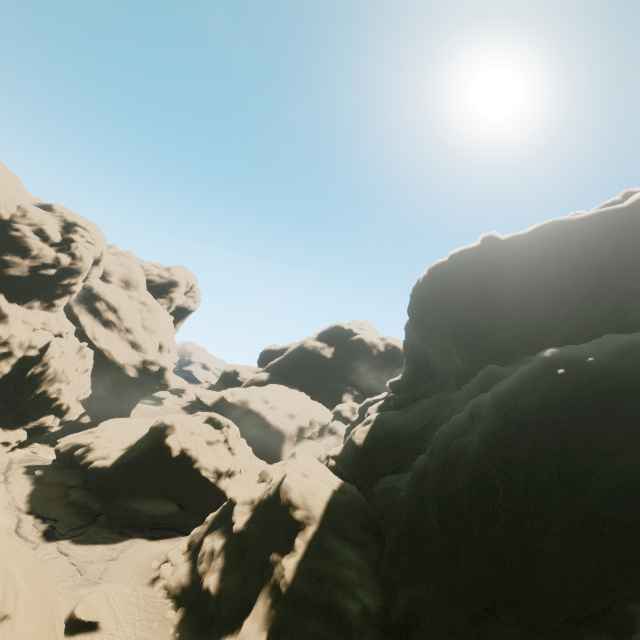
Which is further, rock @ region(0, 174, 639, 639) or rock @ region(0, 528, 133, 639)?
rock @ region(0, 174, 639, 639)

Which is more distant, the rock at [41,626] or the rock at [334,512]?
the rock at [334,512]

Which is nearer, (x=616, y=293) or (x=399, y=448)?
(x=616, y=293)
